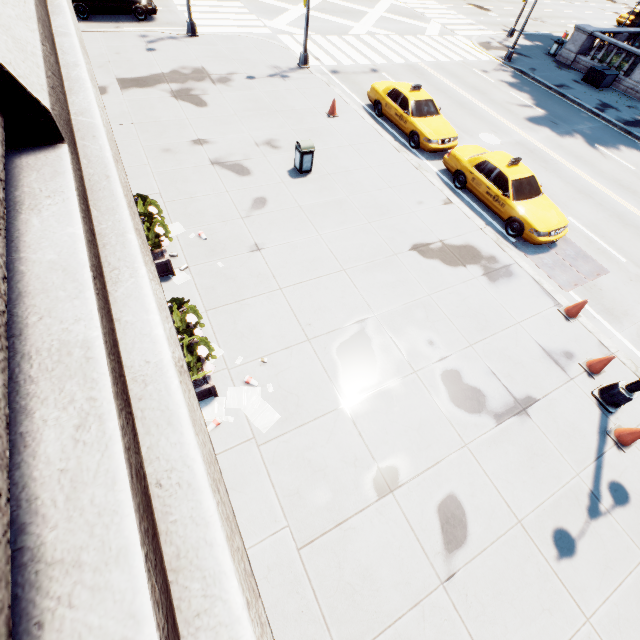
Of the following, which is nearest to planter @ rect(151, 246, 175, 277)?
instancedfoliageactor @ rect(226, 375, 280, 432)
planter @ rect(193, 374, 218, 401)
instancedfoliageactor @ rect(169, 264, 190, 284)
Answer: instancedfoliageactor @ rect(169, 264, 190, 284)

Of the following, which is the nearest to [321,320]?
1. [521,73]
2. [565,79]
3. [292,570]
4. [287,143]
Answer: [292,570]

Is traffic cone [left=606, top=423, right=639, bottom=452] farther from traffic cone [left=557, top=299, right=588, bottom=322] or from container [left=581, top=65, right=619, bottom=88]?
container [left=581, top=65, right=619, bottom=88]

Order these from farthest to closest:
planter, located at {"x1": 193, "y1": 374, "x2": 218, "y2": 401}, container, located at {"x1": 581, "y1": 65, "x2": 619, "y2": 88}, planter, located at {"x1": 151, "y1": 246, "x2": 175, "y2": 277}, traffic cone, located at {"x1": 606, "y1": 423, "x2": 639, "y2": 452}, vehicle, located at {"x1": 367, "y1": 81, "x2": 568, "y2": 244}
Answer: container, located at {"x1": 581, "y1": 65, "x2": 619, "y2": 88}, vehicle, located at {"x1": 367, "y1": 81, "x2": 568, "y2": 244}, planter, located at {"x1": 151, "y1": 246, "x2": 175, "y2": 277}, traffic cone, located at {"x1": 606, "y1": 423, "x2": 639, "y2": 452}, planter, located at {"x1": 193, "y1": 374, "x2": 218, "y2": 401}

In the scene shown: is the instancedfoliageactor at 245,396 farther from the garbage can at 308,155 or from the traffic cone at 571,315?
the traffic cone at 571,315

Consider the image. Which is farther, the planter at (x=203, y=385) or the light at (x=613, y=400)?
the light at (x=613, y=400)

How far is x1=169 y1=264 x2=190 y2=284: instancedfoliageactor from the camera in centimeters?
832cm

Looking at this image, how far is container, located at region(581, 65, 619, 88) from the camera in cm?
2194
